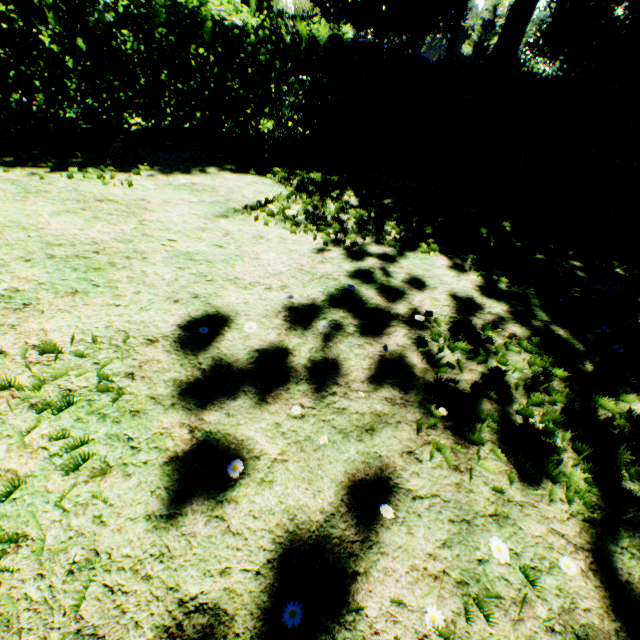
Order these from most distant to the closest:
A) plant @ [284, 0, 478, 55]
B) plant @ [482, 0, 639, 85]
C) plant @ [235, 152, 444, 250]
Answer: plant @ [284, 0, 478, 55]
plant @ [482, 0, 639, 85]
plant @ [235, 152, 444, 250]

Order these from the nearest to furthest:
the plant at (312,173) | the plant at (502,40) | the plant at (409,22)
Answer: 1. the plant at (312,173)
2. the plant at (502,40)
3. the plant at (409,22)

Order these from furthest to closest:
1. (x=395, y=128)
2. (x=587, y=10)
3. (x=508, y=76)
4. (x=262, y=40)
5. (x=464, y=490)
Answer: (x=587, y=10)
(x=395, y=128)
(x=508, y=76)
(x=262, y=40)
(x=464, y=490)

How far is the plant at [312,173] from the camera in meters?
4.0

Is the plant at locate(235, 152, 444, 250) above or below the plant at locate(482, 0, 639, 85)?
below

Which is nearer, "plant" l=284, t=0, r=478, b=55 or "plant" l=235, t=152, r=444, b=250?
"plant" l=235, t=152, r=444, b=250
